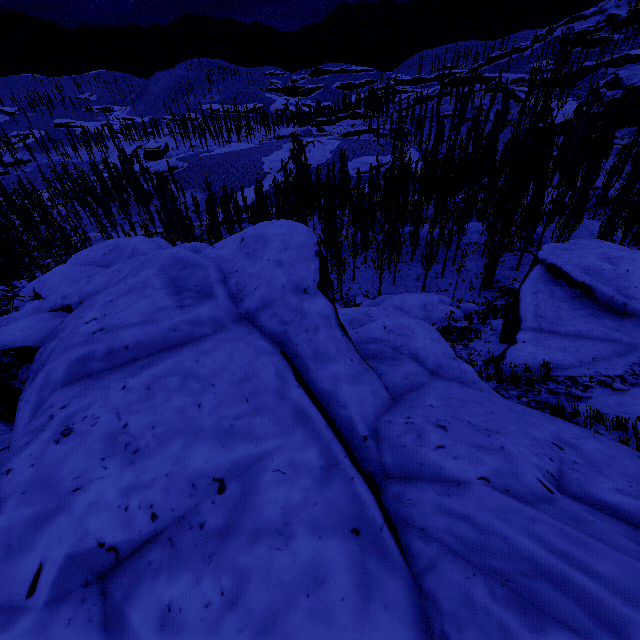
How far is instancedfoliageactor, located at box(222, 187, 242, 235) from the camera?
49.52m

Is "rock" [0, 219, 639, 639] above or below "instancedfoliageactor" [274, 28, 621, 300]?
above

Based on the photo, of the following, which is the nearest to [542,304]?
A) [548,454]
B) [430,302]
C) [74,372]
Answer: [430,302]

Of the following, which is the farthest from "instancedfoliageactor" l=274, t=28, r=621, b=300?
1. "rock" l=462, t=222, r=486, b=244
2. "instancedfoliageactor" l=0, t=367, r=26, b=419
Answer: "instancedfoliageactor" l=0, t=367, r=26, b=419

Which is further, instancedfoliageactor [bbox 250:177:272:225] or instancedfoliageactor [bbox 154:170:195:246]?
instancedfoliageactor [bbox 154:170:195:246]

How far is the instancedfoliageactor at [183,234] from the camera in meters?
38.4
